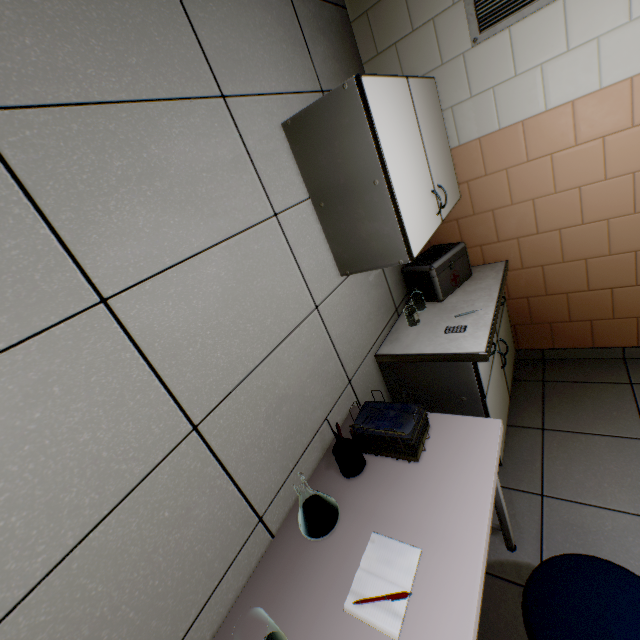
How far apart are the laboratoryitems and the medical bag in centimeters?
152cm

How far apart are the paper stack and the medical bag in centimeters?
107cm

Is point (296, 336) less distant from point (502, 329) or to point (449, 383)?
point (449, 383)

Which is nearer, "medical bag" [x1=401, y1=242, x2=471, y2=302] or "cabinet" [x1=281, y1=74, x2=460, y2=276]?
"cabinet" [x1=281, y1=74, x2=460, y2=276]

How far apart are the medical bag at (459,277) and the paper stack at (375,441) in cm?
107

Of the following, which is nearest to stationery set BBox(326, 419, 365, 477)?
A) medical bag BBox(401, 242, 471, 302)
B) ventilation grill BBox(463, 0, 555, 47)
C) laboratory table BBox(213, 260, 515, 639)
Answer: laboratory table BBox(213, 260, 515, 639)

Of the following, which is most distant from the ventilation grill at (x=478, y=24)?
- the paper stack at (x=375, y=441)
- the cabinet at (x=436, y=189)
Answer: the paper stack at (x=375, y=441)

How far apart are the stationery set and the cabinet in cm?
82
